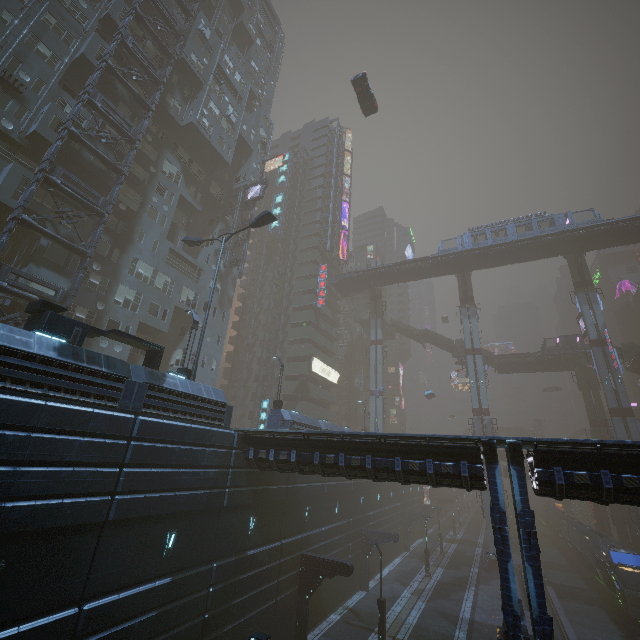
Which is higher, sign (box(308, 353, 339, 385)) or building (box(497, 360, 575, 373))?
building (box(497, 360, 575, 373))

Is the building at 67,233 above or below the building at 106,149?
below

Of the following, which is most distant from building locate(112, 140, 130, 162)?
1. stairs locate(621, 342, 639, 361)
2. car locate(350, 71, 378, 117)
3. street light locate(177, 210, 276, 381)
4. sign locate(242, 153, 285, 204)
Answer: stairs locate(621, 342, 639, 361)

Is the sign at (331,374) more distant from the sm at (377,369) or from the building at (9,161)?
the sm at (377,369)

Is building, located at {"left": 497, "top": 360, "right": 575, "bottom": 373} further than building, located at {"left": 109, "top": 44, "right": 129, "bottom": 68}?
Yes

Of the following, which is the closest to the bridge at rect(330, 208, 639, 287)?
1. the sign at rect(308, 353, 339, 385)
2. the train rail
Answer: the sign at rect(308, 353, 339, 385)

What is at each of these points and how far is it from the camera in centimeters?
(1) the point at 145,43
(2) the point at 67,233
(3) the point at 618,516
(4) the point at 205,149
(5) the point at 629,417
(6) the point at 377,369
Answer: (1) building, 3114cm
(2) building, 2286cm
(3) sm, 4303cm
(4) building, 3625cm
(5) sm, 3856cm
(6) sm, 5512cm

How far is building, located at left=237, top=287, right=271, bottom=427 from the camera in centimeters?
5112cm
